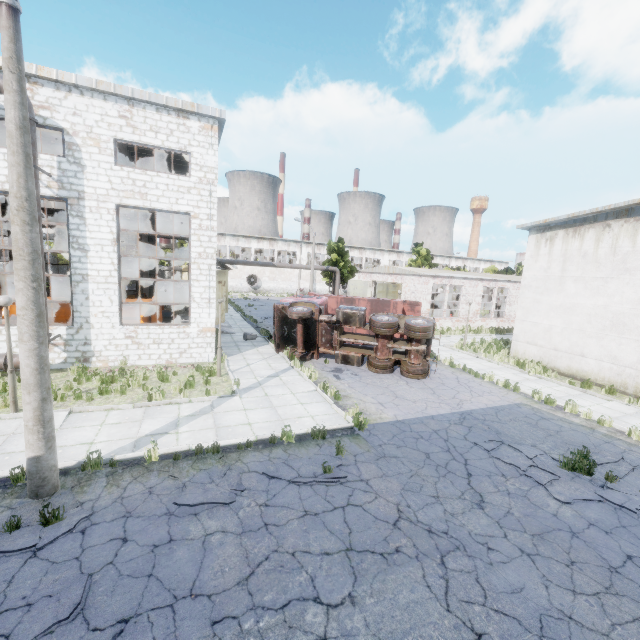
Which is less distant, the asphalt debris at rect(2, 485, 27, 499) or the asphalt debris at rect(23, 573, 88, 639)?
the asphalt debris at rect(23, 573, 88, 639)

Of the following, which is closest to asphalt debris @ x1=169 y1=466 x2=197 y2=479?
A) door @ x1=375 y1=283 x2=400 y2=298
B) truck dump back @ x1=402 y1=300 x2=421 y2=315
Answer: truck dump back @ x1=402 y1=300 x2=421 y2=315

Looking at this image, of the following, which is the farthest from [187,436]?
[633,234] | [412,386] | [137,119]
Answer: [633,234]

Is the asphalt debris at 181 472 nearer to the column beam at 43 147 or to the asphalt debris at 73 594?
the asphalt debris at 73 594

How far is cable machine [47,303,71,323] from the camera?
15.2 meters

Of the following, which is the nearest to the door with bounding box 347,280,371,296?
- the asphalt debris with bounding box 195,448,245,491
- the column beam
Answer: the column beam

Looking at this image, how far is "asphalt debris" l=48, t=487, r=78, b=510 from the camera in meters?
6.0

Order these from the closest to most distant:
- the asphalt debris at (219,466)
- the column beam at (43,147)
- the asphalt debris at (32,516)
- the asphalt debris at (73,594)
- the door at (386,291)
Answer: the asphalt debris at (73,594) < the asphalt debris at (32,516) < the asphalt debris at (219,466) < the column beam at (43,147) < the door at (386,291)
